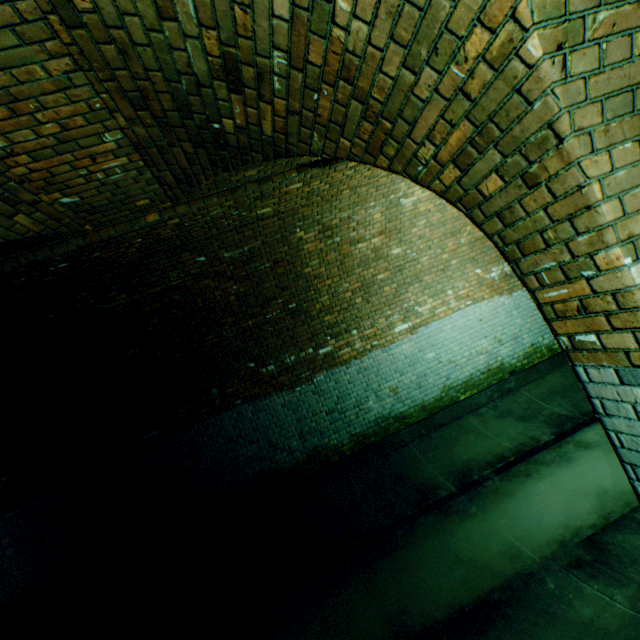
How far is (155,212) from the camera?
3.4m

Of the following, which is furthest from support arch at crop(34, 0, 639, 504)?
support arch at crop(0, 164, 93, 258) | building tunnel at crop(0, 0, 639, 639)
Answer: support arch at crop(0, 164, 93, 258)

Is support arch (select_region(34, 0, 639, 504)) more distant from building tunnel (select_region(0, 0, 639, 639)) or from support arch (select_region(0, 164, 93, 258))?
support arch (select_region(0, 164, 93, 258))

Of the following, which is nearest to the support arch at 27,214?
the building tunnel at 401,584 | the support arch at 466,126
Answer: the building tunnel at 401,584

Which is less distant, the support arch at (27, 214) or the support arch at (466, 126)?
the support arch at (466, 126)

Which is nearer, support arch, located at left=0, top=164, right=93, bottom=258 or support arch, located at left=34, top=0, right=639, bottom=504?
support arch, located at left=34, top=0, right=639, bottom=504
